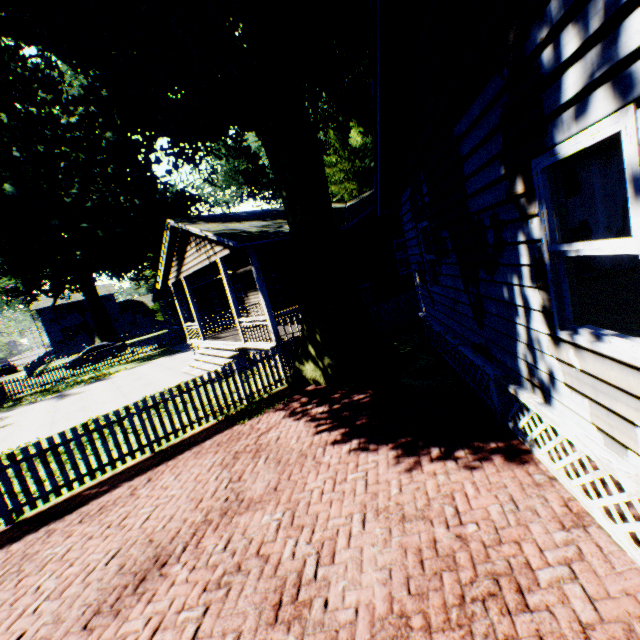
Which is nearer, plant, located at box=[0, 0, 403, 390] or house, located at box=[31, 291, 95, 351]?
plant, located at box=[0, 0, 403, 390]

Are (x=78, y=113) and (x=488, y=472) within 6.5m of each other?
no

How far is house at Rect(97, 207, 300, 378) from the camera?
10.9 meters

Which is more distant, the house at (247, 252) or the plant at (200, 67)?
the house at (247, 252)

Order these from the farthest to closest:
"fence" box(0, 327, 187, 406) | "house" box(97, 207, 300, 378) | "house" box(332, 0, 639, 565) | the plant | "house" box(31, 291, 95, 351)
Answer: "house" box(31, 291, 95, 351) < "fence" box(0, 327, 187, 406) < "house" box(97, 207, 300, 378) < the plant < "house" box(332, 0, 639, 565)

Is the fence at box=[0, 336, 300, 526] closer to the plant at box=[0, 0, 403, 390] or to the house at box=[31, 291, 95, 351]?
the plant at box=[0, 0, 403, 390]

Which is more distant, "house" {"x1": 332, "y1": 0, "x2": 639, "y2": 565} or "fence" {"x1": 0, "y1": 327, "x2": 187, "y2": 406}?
"fence" {"x1": 0, "y1": 327, "x2": 187, "y2": 406}

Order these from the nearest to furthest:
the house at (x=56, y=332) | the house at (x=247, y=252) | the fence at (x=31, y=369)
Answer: the house at (x=247, y=252) → the fence at (x=31, y=369) → the house at (x=56, y=332)
